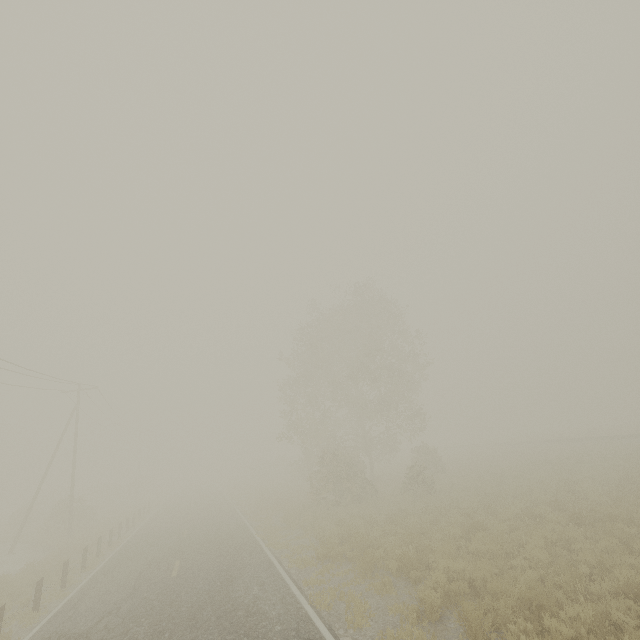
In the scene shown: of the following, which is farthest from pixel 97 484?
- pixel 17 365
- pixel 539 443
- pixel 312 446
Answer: pixel 539 443

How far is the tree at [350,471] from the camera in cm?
2272

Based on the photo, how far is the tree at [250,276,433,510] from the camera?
22.7 meters
